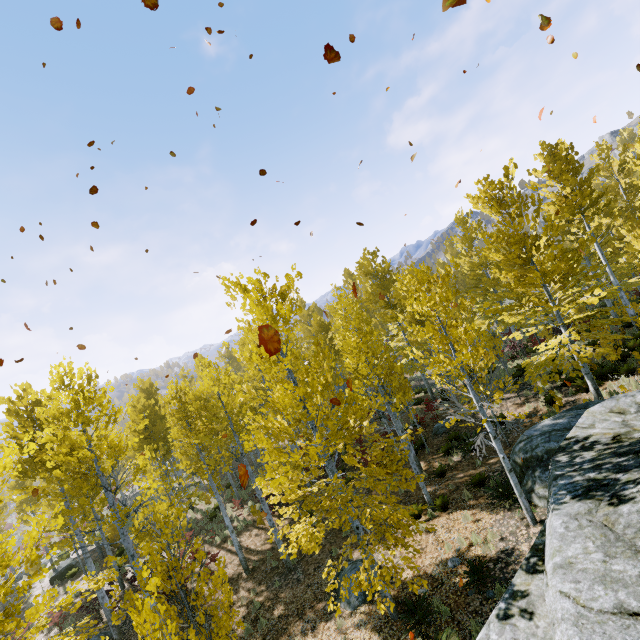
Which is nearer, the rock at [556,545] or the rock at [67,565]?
the rock at [556,545]

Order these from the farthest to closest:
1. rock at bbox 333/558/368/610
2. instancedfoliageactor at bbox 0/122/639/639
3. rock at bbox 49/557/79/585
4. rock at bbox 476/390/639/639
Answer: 1. rock at bbox 49/557/79/585
2. rock at bbox 333/558/368/610
3. instancedfoliageactor at bbox 0/122/639/639
4. rock at bbox 476/390/639/639

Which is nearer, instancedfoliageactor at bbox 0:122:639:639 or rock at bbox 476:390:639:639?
rock at bbox 476:390:639:639

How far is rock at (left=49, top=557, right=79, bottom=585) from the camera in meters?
19.6 m

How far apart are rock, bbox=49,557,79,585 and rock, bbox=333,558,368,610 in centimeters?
1993cm

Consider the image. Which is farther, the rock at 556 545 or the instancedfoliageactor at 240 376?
the instancedfoliageactor at 240 376

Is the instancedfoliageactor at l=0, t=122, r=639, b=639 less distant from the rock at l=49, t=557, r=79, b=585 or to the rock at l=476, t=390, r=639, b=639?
the rock at l=476, t=390, r=639, b=639

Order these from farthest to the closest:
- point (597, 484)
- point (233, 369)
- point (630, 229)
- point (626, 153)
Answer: point (233, 369) < point (626, 153) < point (630, 229) < point (597, 484)
